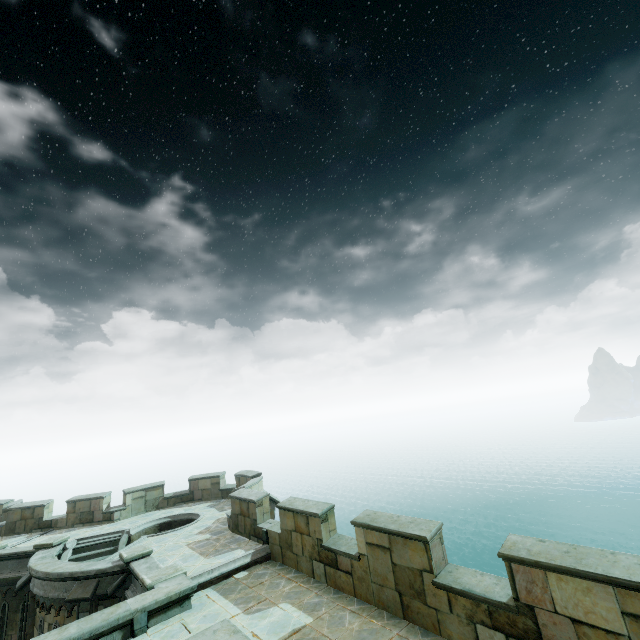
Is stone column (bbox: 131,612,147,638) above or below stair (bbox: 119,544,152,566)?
below

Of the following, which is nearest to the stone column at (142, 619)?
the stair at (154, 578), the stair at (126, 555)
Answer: the stair at (154, 578)

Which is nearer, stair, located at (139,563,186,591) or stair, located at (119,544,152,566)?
stair, located at (139,563,186,591)

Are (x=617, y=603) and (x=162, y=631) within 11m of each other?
yes

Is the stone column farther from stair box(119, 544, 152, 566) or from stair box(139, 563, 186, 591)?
stair box(119, 544, 152, 566)

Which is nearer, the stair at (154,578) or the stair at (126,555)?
the stair at (154,578)

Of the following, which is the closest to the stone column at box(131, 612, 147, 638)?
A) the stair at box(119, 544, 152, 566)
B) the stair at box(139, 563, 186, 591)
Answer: the stair at box(139, 563, 186, 591)
